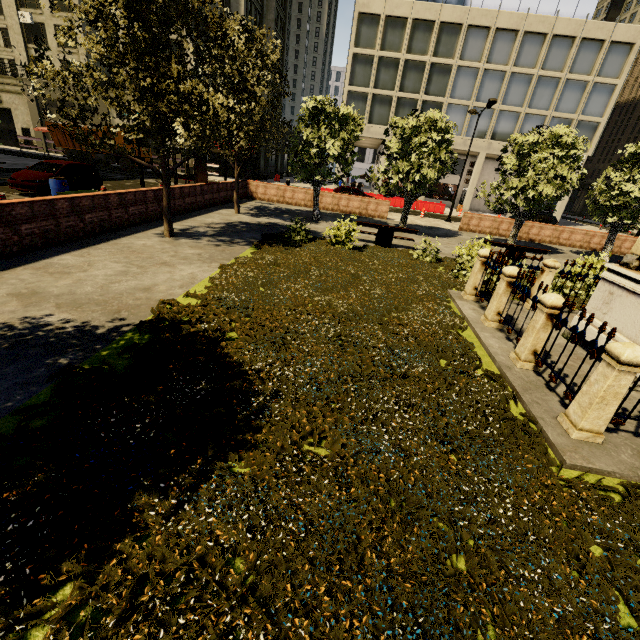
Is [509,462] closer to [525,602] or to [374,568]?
[525,602]

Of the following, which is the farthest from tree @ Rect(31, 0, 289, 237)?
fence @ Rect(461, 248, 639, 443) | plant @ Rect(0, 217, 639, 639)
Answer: fence @ Rect(461, 248, 639, 443)

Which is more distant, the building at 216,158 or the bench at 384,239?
the building at 216,158

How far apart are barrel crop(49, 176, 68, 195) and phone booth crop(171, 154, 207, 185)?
4.5 meters

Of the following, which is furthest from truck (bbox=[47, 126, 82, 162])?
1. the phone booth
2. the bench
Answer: the bench

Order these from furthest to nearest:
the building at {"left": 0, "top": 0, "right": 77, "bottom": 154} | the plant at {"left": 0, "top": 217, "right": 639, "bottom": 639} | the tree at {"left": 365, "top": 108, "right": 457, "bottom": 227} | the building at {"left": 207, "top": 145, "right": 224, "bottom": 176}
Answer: the building at {"left": 207, "top": 145, "right": 224, "bottom": 176} < the building at {"left": 0, "top": 0, "right": 77, "bottom": 154} < the tree at {"left": 365, "top": 108, "right": 457, "bottom": 227} < the plant at {"left": 0, "top": 217, "right": 639, "bottom": 639}

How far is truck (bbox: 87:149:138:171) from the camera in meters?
28.9

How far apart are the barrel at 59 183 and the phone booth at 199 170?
4.46m
